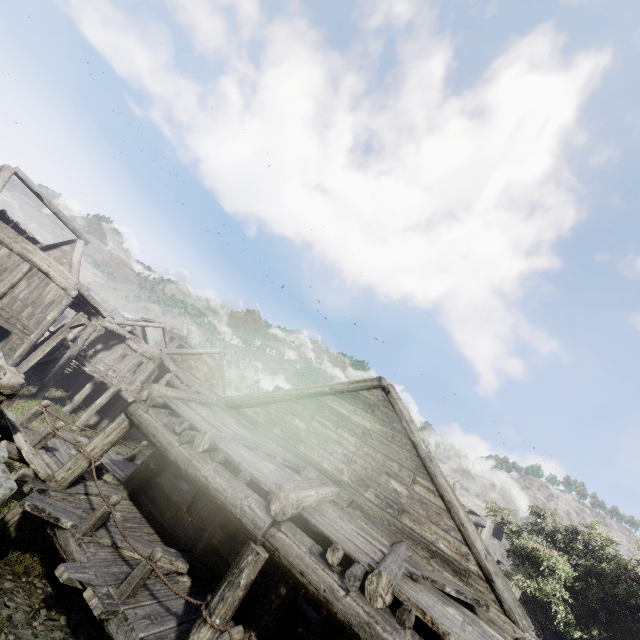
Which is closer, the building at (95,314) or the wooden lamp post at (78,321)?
the building at (95,314)

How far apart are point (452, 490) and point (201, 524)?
5.91m

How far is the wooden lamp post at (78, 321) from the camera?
14.6 meters

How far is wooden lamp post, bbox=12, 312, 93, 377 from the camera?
14.6 meters

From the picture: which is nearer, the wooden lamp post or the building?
the building
